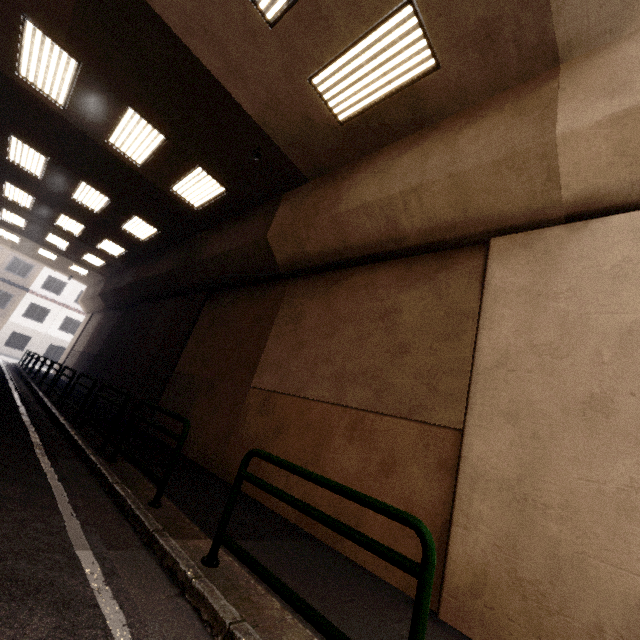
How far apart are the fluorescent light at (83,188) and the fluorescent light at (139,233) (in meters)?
0.85

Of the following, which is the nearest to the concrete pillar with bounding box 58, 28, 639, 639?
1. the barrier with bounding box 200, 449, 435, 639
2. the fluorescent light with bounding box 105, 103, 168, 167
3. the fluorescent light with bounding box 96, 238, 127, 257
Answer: the fluorescent light with bounding box 96, 238, 127, 257

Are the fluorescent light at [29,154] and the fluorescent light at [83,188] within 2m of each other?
yes

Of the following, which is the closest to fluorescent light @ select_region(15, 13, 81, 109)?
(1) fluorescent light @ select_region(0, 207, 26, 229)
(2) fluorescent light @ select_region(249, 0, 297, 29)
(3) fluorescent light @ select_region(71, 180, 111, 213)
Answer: (3) fluorescent light @ select_region(71, 180, 111, 213)

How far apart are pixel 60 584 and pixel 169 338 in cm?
1053

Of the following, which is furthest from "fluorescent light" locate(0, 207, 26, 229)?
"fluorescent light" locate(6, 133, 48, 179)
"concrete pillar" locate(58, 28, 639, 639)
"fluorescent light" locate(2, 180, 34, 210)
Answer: "fluorescent light" locate(6, 133, 48, 179)

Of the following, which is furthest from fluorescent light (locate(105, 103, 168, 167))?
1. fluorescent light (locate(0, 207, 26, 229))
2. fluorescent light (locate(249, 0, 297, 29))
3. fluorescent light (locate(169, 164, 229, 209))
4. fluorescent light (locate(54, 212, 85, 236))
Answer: fluorescent light (locate(0, 207, 26, 229))

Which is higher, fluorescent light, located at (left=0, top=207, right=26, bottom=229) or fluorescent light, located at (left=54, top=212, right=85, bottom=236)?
fluorescent light, located at (left=54, top=212, right=85, bottom=236)
